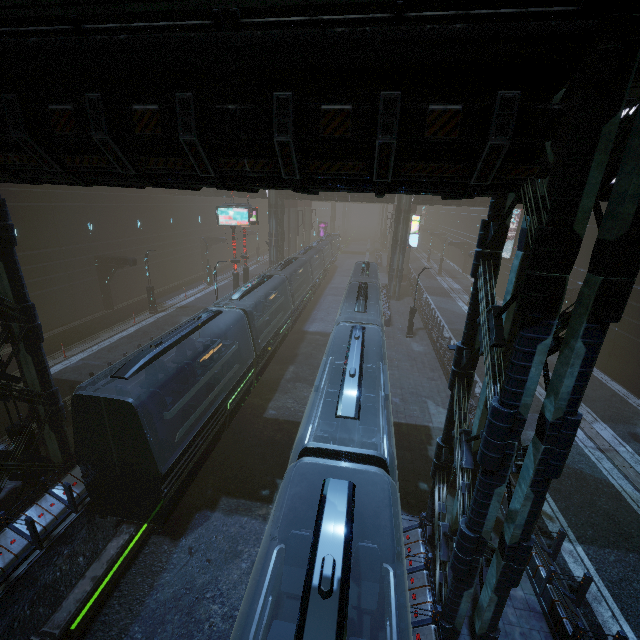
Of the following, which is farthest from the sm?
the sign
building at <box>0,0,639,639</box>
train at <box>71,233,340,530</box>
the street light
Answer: the street light

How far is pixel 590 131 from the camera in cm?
406

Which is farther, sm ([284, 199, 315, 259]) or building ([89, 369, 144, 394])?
sm ([284, 199, 315, 259])

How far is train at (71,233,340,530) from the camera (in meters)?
9.21

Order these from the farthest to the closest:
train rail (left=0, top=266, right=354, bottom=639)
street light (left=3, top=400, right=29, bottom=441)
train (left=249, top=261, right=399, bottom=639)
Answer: street light (left=3, top=400, right=29, bottom=441) < train rail (left=0, top=266, right=354, bottom=639) < train (left=249, top=261, right=399, bottom=639)

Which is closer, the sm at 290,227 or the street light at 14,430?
the street light at 14,430

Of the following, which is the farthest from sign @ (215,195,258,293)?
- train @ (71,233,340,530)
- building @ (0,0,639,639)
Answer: train @ (71,233,340,530)

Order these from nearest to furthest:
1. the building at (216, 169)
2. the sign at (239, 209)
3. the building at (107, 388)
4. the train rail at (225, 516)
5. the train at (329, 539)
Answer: the building at (216, 169) → the train at (329, 539) → the train rail at (225, 516) → the building at (107, 388) → the sign at (239, 209)
